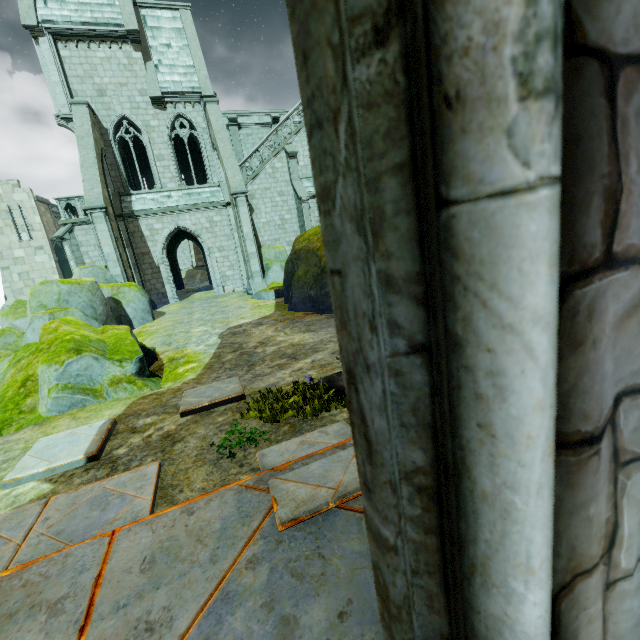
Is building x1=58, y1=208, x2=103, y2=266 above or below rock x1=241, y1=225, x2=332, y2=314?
above

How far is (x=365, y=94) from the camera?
0.31m

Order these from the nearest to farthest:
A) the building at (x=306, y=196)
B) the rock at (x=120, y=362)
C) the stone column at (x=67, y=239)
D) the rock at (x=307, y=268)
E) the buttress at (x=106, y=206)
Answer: the rock at (x=120, y=362), the rock at (x=307, y=268), the buttress at (x=106, y=206), the stone column at (x=67, y=239), the building at (x=306, y=196)

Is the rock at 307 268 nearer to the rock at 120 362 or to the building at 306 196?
the building at 306 196

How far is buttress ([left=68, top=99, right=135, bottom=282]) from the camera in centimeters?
1560cm

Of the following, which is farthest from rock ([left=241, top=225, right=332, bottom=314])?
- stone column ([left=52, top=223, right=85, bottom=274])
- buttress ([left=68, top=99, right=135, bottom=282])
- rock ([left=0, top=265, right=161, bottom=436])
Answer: stone column ([left=52, top=223, right=85, bottom=274])

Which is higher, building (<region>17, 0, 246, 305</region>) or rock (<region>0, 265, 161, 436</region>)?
building (<region>17, 0, 246, 305</region>)

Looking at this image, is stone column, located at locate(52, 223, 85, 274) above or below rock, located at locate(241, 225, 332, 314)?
above
